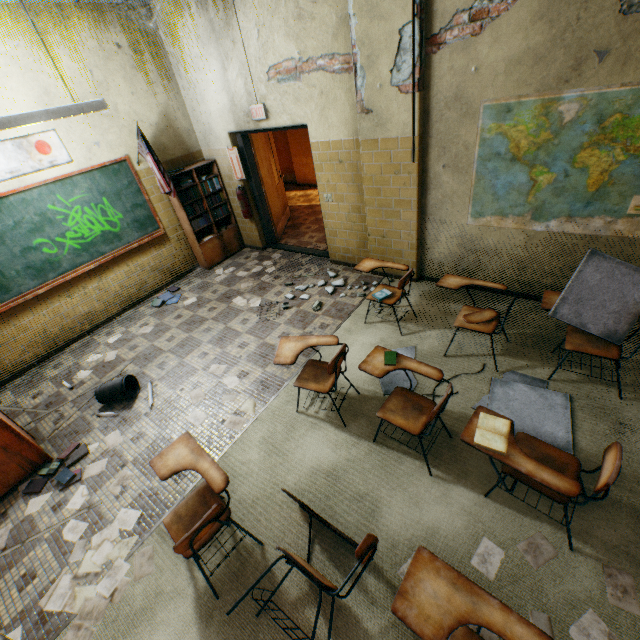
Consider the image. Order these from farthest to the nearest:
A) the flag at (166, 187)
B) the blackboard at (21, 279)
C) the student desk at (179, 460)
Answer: the flag at (166, 187)
the blackboard at (21, 279)
the student desk at (179, 460)

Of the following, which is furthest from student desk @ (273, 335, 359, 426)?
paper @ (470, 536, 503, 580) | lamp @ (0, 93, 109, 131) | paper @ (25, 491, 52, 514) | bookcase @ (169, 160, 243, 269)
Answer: bookcase @ (169, 160, 243, 269)

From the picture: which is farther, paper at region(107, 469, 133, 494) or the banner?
the banner

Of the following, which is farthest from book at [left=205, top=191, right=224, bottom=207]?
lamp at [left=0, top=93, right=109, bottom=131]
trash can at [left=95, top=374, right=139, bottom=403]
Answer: trash can at [left=95, top=374, right=139, bottom=403]

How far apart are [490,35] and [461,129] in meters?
0.8 m

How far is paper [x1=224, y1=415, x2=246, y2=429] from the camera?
3.3m

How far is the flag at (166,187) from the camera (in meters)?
4.80

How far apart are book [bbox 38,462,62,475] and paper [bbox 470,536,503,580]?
3.55m
